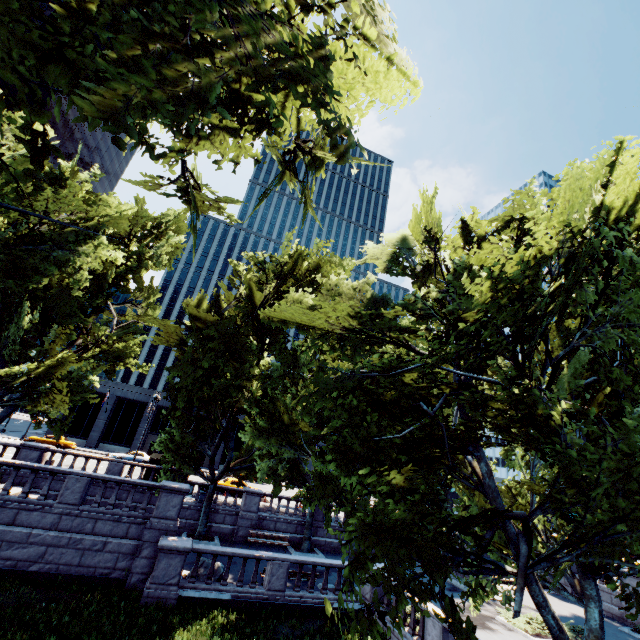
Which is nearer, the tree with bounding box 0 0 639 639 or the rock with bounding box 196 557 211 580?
the tree with bounding box 0 0 639 639

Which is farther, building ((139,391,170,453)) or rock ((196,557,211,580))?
building ((139,391,170,453))

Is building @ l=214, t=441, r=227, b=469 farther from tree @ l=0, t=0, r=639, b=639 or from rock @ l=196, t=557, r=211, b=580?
rock @ l=196, t=557, r=211, b=580

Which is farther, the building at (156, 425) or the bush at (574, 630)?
the building at (156, 425)

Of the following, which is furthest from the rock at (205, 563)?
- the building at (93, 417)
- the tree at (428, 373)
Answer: the building at (93, 417)

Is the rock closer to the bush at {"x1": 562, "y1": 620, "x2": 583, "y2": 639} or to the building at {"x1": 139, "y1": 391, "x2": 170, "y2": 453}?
the bush at {"x1": 562, "y1": 620, "x2": 583, "y2": 639}

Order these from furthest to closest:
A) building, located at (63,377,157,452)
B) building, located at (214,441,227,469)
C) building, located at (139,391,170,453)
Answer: building, located at (214,441,227,469)
building, located at (139,391,170,453)
building, located at (63,377,157,452)

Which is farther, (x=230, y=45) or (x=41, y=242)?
(x=41, y=242)
